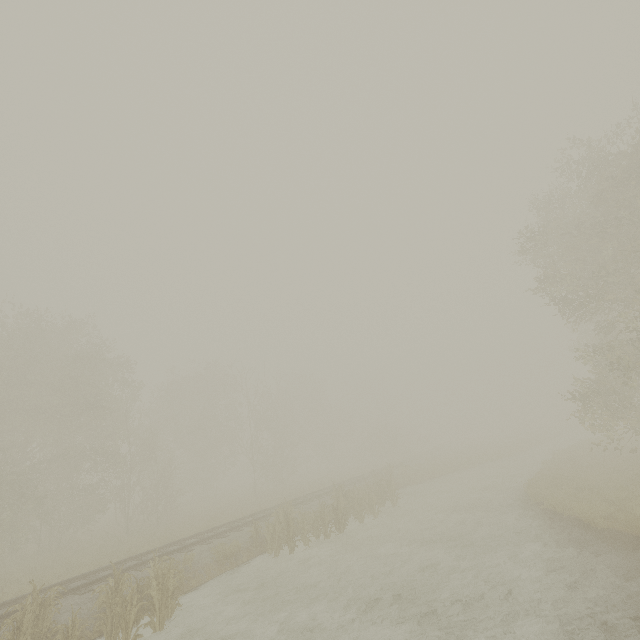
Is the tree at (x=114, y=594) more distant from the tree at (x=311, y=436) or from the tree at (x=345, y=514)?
the tree at (x=311, y=436)

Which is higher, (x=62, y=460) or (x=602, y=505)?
(x=62, y=460)

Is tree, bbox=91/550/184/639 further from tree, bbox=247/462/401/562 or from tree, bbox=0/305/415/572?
tree, bbox=0/305/415/572

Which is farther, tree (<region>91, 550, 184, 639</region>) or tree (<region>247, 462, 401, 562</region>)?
tree (<region>247, 462, 401, 562</region>)

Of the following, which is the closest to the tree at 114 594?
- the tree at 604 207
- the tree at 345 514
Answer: A: the tree at 345 514

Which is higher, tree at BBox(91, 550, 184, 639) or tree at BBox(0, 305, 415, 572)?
tree at BBox(0, 305, 415, 572)
